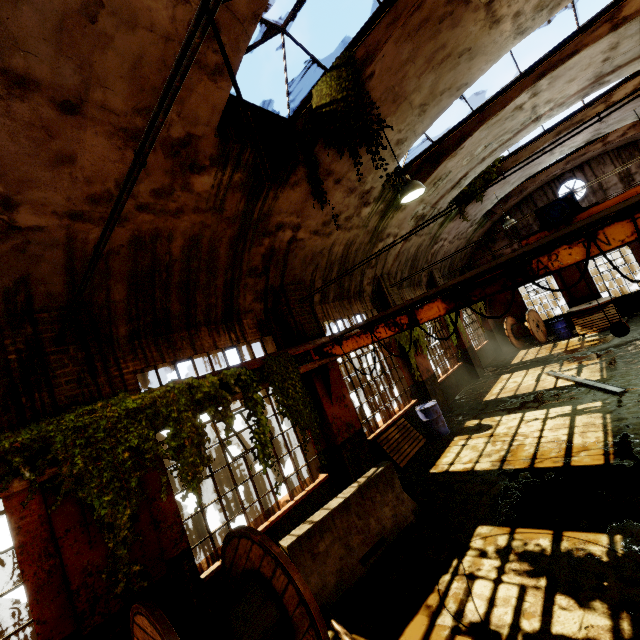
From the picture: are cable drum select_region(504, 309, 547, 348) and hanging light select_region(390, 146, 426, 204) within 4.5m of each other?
no

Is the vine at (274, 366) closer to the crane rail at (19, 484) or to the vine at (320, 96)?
the crane rail at (19, 484)

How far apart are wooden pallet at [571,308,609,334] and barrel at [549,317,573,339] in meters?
0.3

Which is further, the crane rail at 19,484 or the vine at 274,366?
the vine at 274,366

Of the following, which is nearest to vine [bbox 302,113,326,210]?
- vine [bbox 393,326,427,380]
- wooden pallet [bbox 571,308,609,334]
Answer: vine [bbox 393,326,427,380]

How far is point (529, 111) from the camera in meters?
8.9 m

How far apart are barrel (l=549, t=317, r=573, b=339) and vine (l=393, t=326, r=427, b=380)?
8.6 meters

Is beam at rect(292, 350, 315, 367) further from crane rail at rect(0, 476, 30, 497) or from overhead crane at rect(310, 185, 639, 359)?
crane rail at rect(0, 476, 30, 497)
